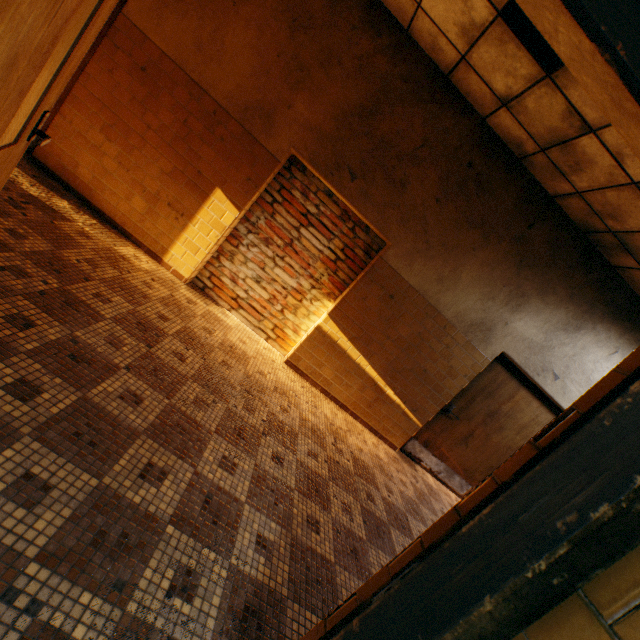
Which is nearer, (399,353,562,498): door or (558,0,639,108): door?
(558,0,639,108): door

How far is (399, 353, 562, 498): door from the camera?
5.0 meters

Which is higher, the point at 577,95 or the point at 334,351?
the point at 577,95

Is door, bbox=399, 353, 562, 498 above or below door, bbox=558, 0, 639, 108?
below

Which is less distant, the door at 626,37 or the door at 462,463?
the door at 626,37

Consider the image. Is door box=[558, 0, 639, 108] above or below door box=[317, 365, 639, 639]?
above
